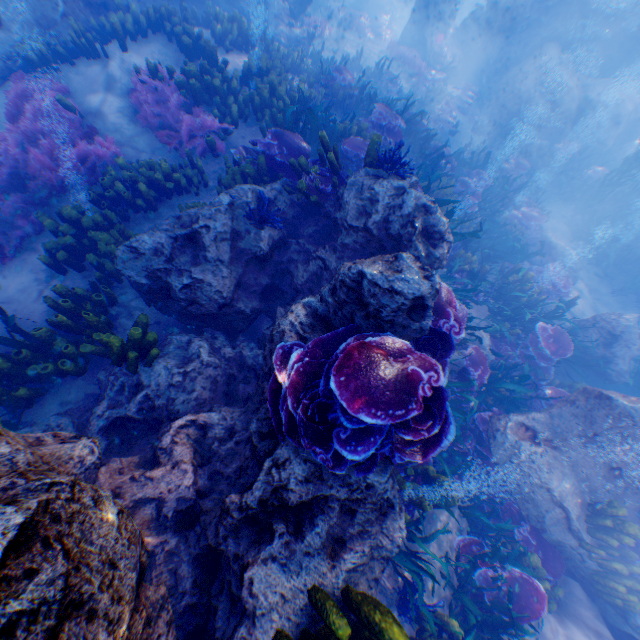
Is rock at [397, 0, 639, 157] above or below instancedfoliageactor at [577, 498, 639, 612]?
above

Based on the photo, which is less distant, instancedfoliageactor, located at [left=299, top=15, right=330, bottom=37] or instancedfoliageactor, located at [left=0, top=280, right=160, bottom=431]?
instancedfoliageactor, located at [left=0, top=280, right=160, bottom=431]

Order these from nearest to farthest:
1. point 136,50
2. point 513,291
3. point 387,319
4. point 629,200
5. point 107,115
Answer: point 387,319 → point 107,115 → point 136,50 → point 513,291 → point 629,200

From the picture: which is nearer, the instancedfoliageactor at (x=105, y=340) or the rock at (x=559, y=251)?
the instancedfoliageactor at (x=105, y=340)

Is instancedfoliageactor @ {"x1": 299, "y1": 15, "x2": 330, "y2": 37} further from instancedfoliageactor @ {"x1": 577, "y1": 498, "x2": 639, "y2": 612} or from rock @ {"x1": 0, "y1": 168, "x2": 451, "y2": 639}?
instancedfoliageactor @ {"x1": 577, "y1": 498, "x2": 639, "y2": 612}

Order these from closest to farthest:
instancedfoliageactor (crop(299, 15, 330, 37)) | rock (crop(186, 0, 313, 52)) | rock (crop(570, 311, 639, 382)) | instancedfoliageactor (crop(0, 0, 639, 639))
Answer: instancedfoliageactor (crop(0, 0, 639, 639)) → rock (crop(570, 311, 639, 382)) → rock (crop(186, 0, 313, 52)) → instancedfoliageactor (crop(299, 15, 330, 37))

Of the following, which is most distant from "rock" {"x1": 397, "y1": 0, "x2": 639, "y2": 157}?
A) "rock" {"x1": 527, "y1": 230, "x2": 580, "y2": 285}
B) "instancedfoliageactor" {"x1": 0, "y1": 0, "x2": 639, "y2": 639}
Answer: "rock" {"x1": 527, "y1": 230, "x2": 580, "y2": 285}

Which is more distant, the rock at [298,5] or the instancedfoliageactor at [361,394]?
the rock at [298,5]
